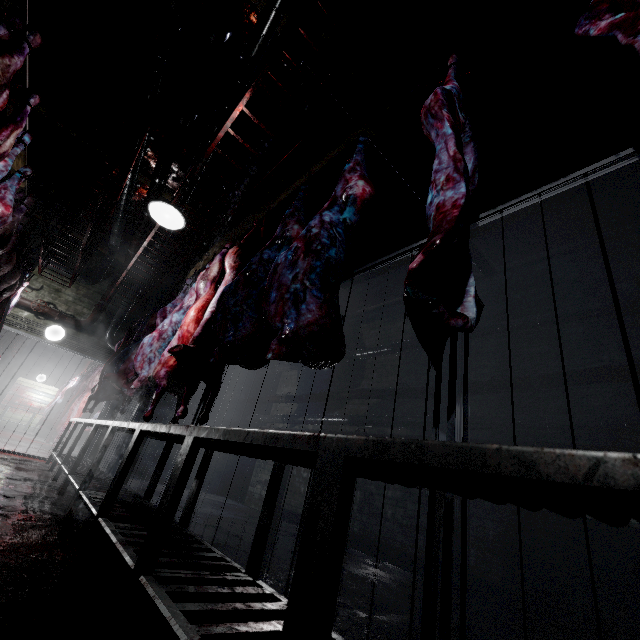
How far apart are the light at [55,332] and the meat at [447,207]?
7.5 meters

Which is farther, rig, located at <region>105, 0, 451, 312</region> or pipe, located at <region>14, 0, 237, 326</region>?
pipe, located at <region>14, 0, 237, 326</region>

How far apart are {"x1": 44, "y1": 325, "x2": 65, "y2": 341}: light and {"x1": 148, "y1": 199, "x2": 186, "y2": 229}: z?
5.09m

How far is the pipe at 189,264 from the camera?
5.4m

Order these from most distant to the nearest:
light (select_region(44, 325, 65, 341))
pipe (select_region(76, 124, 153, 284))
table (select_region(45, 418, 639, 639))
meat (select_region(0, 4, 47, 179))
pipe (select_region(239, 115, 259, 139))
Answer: light (select_region(44, 325, 65, 341))
pipe (select_region(76, 124, 153, 284))
pipe (select_region(239, 115, 259, 139))
meat (select_region(0, 4, 47, 179))
table (select_region(45, 418, 639, 639))

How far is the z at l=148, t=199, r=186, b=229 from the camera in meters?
2.7 m

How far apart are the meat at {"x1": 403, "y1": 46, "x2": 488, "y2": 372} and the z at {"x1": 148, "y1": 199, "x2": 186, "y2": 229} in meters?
2.1 m

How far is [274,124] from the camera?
3.8m
